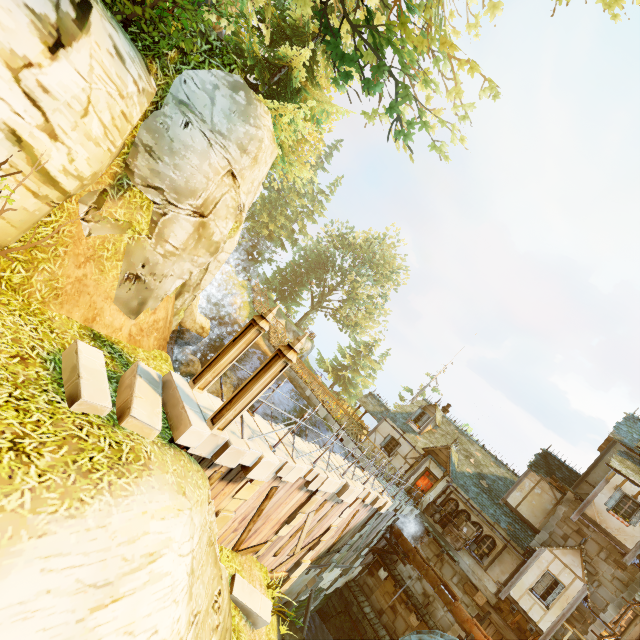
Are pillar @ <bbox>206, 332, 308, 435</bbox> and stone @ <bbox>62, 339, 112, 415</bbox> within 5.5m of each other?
yes

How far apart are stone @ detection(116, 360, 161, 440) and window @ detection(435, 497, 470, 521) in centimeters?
1994cm

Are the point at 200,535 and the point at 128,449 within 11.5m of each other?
yes

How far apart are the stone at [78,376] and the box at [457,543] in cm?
2038

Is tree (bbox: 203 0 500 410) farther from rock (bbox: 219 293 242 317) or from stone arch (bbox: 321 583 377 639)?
stone arch (bbox: 321 583 377 639)

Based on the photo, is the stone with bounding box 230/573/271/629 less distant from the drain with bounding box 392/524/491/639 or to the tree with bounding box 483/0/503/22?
the drain with bounding box 392/524/491/639

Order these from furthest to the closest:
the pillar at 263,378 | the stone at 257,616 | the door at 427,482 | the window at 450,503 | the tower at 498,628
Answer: the door at 427,482 < the window at 450,503 < the tower at 498,628 < the stone at 257,616 < the pillar at 263,378

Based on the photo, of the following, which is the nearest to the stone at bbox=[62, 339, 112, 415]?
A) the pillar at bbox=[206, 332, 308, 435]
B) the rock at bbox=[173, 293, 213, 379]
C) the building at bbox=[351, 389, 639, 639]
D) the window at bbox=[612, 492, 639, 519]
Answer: the pillar at bbox=[206, 332, 308, 435]
